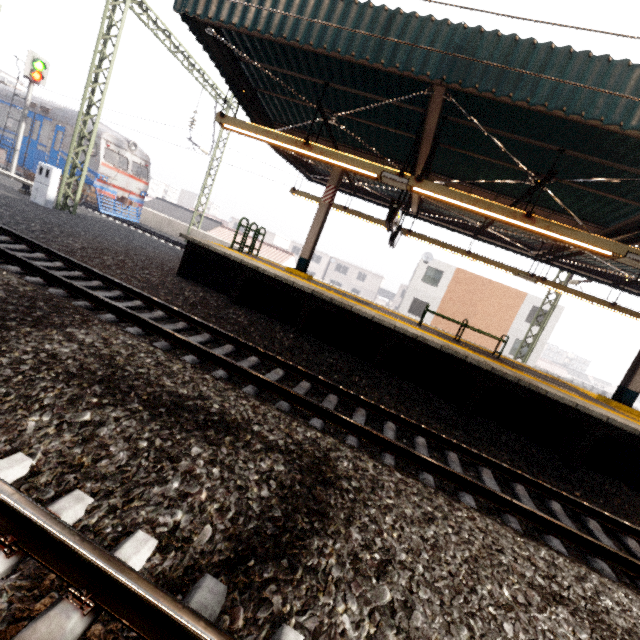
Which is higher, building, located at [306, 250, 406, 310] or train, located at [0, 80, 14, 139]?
train, located at [0, 80, 14, 139]

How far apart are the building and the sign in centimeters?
4580cm

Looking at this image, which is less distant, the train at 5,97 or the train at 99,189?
the train at 99,189

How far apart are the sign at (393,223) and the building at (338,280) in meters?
45.8

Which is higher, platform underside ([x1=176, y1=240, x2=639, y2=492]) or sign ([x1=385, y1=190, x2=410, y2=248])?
sign ([x1=385, y1=190, x2=410, y2=248])

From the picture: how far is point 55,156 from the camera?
16.4m

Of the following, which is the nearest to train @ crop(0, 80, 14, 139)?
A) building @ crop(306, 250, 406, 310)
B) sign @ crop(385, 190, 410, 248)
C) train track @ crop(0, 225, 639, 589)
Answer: train track @ crop(0, 225, 639, 589)

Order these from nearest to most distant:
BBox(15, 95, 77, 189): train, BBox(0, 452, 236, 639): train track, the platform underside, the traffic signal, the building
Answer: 1. BBox(0, 452, 236, 639): train track
2. the platform underside
3. the traffic signal
4. BBox(15, 95, 77, 189): train
5. the building
